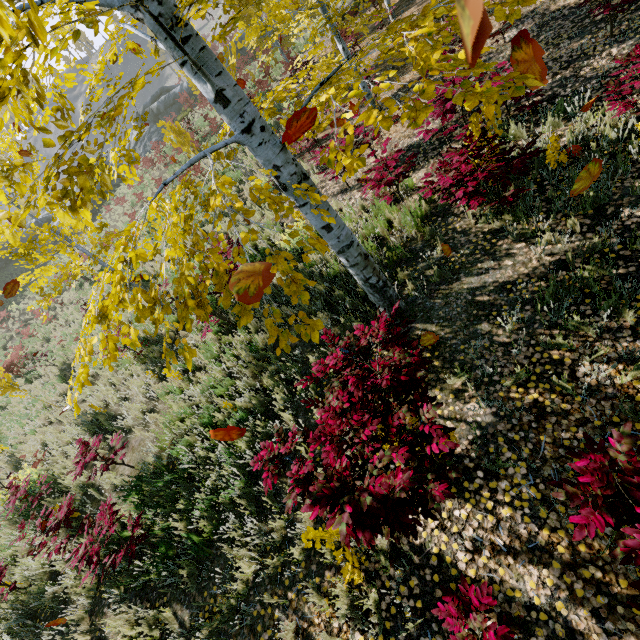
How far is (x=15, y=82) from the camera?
1.43m

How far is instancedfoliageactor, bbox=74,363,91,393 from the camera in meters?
2.6

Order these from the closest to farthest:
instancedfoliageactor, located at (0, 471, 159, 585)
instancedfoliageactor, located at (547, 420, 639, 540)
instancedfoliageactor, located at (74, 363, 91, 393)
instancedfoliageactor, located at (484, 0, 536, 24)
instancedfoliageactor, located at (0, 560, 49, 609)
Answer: instancedfoliageactor, located at (484, 0, 536, 24), instancedfoliageactor, located at (547, 420, 639, 540), instancedfoliageactor, located at (74, 363, 91, 393), instancedfoliageactor, located at (0, 471, 159, 585), instancedfoliageactor, located at (0, 560, 49, 609)

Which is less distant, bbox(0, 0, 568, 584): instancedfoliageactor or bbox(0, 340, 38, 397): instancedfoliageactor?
bbox(0, 0, 568, 584): instancedfoliageactor

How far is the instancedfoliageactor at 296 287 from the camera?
2.15m

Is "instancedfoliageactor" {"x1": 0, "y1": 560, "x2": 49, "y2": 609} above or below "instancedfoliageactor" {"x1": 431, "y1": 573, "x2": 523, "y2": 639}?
above

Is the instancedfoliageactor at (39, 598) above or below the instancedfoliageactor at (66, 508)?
below
